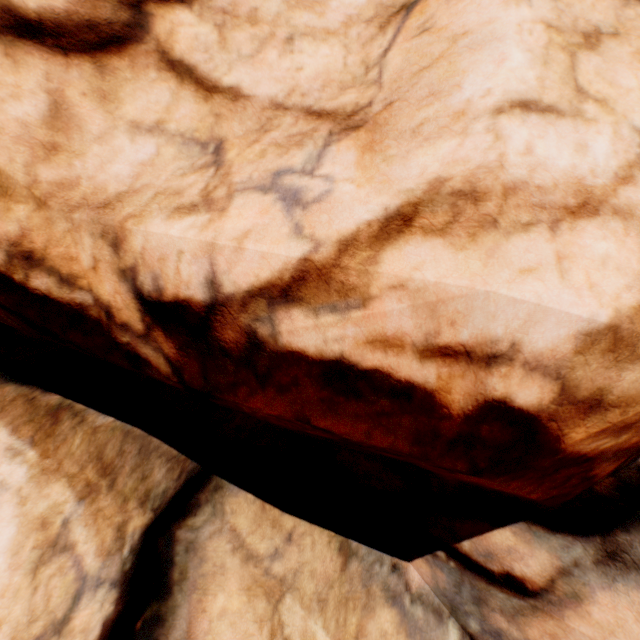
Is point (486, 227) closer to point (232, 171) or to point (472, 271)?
point (472, 271)
